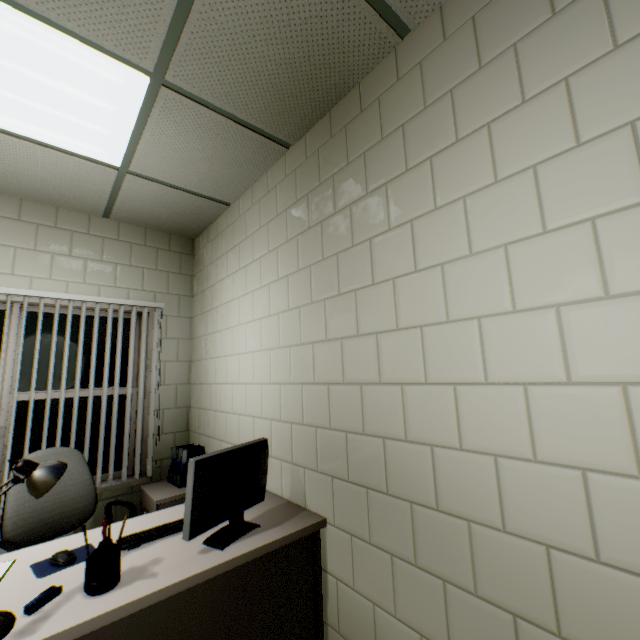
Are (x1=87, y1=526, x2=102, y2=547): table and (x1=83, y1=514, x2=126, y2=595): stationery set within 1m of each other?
yes

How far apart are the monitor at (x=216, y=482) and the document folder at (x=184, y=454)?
1.4 meters

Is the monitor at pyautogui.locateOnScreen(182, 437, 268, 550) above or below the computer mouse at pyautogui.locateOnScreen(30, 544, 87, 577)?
above

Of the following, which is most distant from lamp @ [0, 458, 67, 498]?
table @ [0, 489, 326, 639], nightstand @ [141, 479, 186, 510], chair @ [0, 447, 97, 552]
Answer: nightstand @ [141, 479, 186, 510]

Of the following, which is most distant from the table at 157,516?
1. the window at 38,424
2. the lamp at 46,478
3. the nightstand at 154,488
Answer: the window at 38,424

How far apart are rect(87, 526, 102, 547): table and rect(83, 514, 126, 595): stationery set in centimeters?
4cm

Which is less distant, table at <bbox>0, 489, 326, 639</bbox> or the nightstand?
table at <bbox>0, 489, 326, 639</bbox>

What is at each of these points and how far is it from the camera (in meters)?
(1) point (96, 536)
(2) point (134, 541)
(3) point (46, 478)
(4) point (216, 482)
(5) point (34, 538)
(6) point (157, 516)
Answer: (1) table, 1.66
(2) keyboard, 1.54
(3) lamp, 1.28
(4) monitor, 1.52
(5) chair, 2.03
(6) table, 1.87
